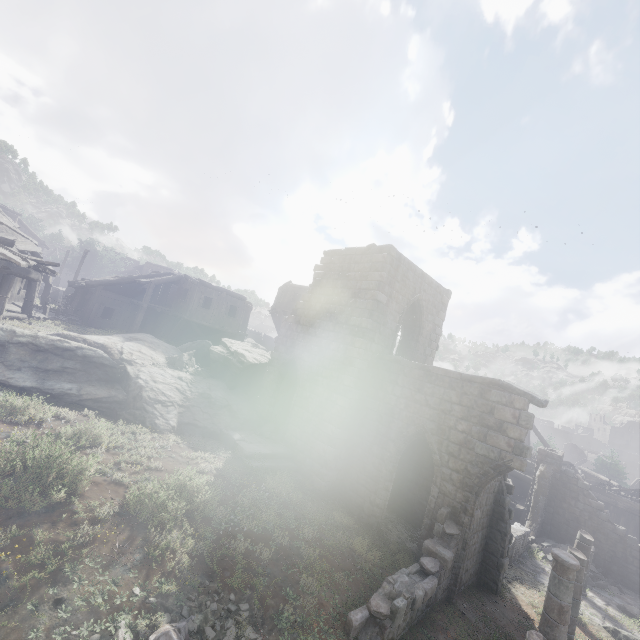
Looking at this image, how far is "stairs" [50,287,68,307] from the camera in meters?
31.0 m

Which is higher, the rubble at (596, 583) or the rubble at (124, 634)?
the rubble at (124, 634)

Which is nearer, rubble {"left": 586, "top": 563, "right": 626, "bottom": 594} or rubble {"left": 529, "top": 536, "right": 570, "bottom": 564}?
rubble {"left": 586, "top": 563, "right": 626, "bottom": 594}

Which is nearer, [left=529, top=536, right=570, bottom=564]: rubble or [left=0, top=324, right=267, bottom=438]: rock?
[left=0, top=324, right=267, bottom=438]: rock

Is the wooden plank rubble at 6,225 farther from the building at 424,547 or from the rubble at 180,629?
the rubble at 180,629

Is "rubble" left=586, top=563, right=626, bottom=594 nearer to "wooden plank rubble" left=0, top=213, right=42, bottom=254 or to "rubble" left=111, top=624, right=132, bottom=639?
"rubble" left=111, top=624, right=132, bottom=639

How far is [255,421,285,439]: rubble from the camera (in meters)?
15.14

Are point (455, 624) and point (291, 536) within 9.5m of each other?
yes
